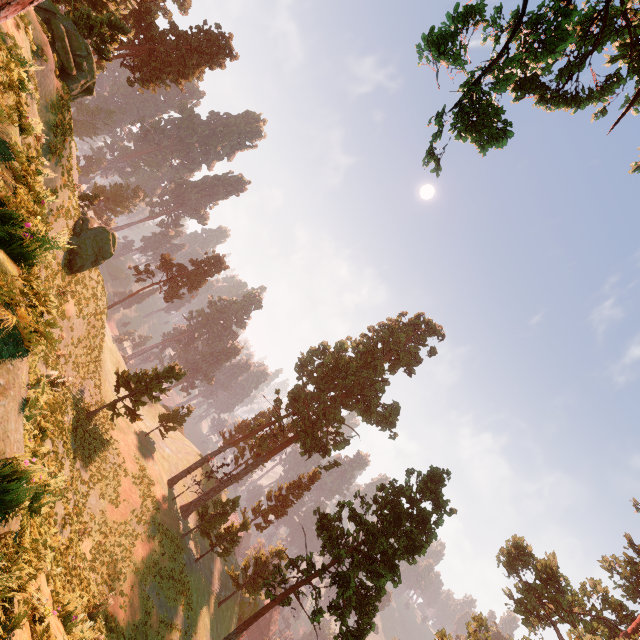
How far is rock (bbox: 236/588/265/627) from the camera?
42.2 meters

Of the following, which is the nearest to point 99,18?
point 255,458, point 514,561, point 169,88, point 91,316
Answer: point 91,316

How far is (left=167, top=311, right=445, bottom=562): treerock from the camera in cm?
3491

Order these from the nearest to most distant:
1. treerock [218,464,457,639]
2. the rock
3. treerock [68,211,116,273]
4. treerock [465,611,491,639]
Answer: treerock [218,464,457,639] → treerock [68,211,116,273] → treerock [465,611,491,639] → the rock

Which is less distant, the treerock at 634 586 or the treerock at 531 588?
the treerock at 531 588

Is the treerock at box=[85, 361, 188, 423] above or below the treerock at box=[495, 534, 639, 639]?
below
